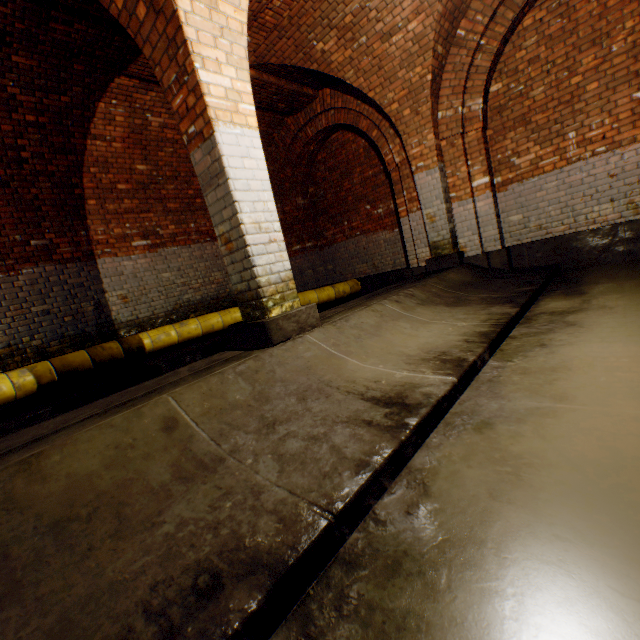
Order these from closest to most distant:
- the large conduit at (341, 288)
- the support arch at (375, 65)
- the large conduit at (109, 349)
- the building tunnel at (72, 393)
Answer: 1. the building tunnel at (72, 393)
2. the support arch at (375, 65)
3. the large conduit at (109, 349)
4. the large conduit at (341, 288)

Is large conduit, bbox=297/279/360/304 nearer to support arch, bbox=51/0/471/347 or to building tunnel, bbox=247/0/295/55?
building tunnel, bbox=247/0/295/55

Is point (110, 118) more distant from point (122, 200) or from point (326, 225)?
point (326, 225)

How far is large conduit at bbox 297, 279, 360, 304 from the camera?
7.73m

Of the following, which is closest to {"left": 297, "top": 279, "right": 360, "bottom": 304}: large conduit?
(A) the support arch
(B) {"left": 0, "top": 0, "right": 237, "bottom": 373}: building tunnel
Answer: (B) {"left": 0, "top": 0, "right": 237, "bottom": 373}: building tunnel

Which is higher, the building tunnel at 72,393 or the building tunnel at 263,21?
the building tunnel at 263,21
